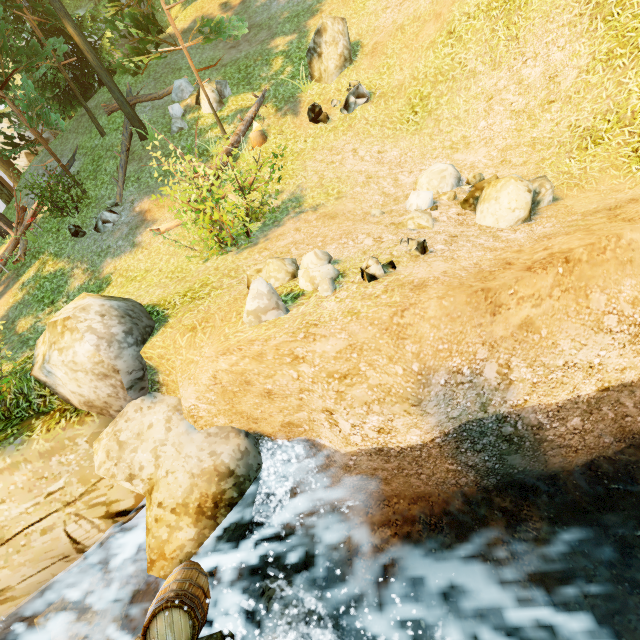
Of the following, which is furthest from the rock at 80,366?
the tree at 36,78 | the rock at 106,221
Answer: the rock at 106,221

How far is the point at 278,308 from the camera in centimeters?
435cm

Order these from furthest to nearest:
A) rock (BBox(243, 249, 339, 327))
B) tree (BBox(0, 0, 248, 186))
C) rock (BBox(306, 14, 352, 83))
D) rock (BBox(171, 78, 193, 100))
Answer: rock (BBox(171, 78, 193, 100)) < rock (BBox(306, 14, 352, 83)) < tree (BBox(0, 0, 248, 186)) < rock (BBox(243, 249, 339, 327))

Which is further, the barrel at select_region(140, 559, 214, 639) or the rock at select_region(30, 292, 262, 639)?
the rock at select_region(30, 292, 262, 639)

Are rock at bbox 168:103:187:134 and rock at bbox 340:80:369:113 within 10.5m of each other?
yes

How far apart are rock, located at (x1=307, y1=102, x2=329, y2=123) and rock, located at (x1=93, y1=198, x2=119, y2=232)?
7.6 meters

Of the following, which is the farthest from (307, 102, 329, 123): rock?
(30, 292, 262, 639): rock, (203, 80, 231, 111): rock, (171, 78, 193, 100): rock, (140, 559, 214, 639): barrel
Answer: (140, 559, 214, 639): barrel

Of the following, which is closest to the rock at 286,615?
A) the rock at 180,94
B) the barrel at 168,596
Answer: the barrel at 168,596
